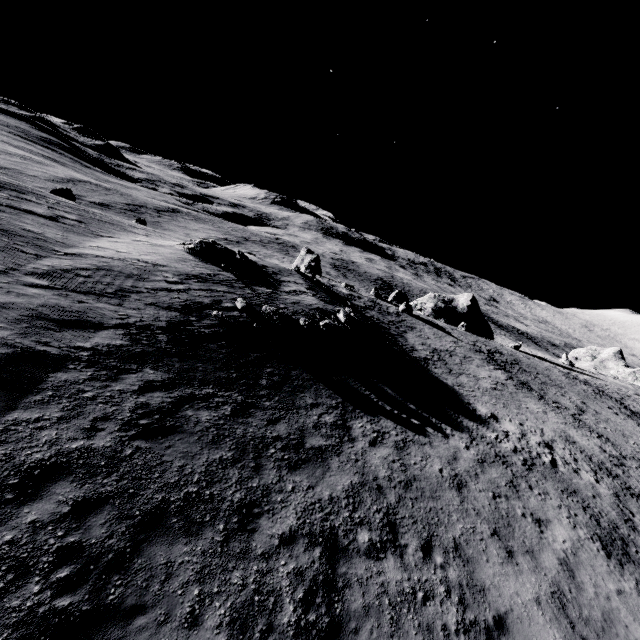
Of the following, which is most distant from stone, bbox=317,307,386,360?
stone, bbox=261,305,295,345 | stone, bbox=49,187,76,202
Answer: stone, bbox=49,187,76,202

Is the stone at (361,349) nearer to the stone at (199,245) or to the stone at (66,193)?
the stone at (199,245)

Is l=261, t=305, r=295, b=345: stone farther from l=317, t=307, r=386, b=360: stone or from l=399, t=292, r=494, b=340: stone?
l=399, t=292, r=494, b=340: stone

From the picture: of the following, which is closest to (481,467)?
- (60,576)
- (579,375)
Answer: (60,576)

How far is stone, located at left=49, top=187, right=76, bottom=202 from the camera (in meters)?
37.12

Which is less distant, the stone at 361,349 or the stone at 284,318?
the stone at 284,318

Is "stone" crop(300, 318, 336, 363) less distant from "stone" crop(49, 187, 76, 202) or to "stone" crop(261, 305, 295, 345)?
"stone" crop(261, 305, 295, 345)

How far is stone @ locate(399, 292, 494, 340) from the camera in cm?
5257
